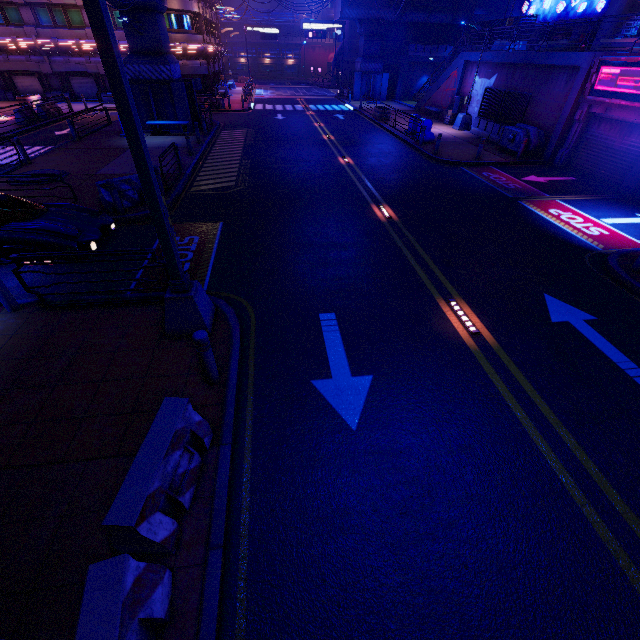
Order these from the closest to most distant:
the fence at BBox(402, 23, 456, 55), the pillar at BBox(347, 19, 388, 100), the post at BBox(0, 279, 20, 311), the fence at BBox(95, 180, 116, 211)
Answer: the post at BBox(0, 279, 20, 311)
the fence at BBox(95, 180, 116, 211)
the pillar at BBox(347, 19, 388, 100)
the fence at BBox(402, 23, 456, 55)

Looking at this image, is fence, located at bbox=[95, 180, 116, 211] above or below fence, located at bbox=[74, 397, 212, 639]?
above

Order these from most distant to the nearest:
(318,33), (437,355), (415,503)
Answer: (318,33), (437,355), (415,503)

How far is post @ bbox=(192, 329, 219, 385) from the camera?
4.7 meters

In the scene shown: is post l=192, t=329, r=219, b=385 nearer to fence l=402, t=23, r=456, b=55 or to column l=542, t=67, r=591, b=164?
column l=542, t=67, r=591, b=164

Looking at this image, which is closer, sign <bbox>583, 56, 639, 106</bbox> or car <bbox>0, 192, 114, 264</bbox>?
car <bbox>0, 192, 114, 264</bbox>

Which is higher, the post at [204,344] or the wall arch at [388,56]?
the wall arch at [388,56]

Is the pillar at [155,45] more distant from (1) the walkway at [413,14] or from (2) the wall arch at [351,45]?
(2) the wall arch at [351,45]
